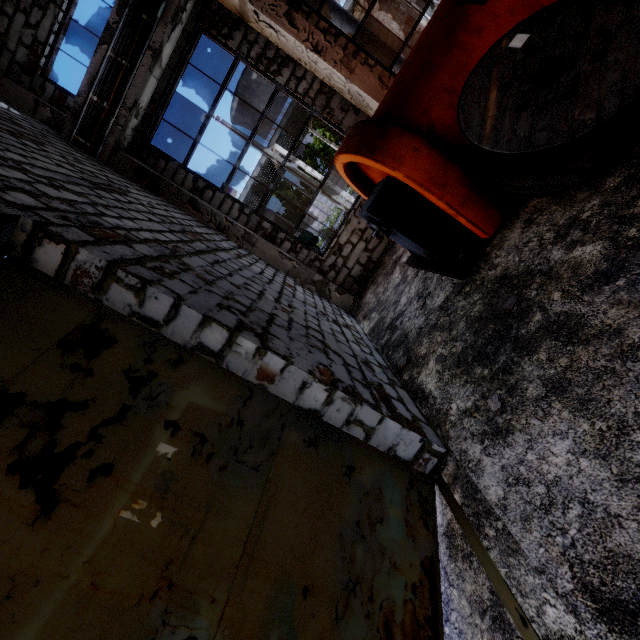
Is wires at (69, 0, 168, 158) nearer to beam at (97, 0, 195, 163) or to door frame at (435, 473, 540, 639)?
beam at (97, 0, 195, 163)

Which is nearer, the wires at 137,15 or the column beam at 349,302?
the wires at 137,15

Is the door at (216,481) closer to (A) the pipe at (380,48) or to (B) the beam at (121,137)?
(B) the beam at (121,137)

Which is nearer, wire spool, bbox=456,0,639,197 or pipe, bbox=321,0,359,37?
wire spool, bbox=456,0,639,197

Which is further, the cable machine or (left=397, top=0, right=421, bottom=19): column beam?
(left=397, top=0, right=421, bottom=19): column beam

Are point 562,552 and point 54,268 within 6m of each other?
yes

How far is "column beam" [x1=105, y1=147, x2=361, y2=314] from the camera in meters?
6.9

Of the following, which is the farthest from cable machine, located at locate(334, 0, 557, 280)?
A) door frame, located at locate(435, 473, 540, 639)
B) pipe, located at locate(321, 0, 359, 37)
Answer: pipe, located at locate(321, 0, 359, 37)
